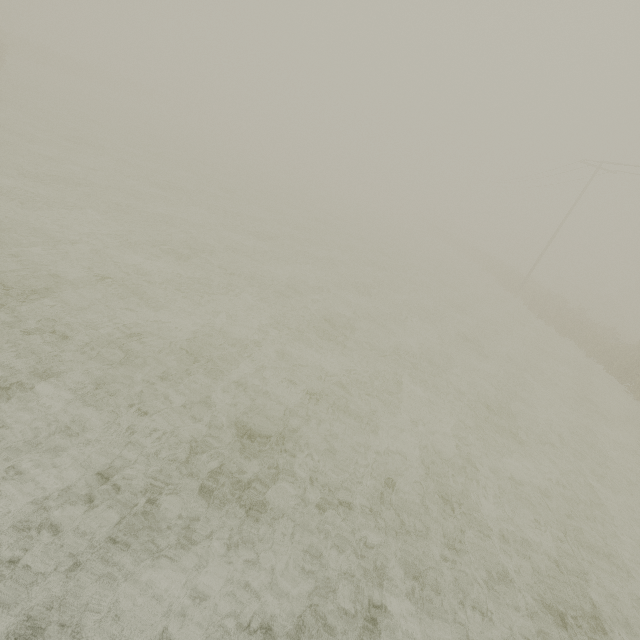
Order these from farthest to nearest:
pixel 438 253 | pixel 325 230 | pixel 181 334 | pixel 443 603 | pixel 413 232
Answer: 1. pixel 413 232
2. pixel 438 253
3. pixel 325 230
4. pixel 181 334
5. pixel 443 603
